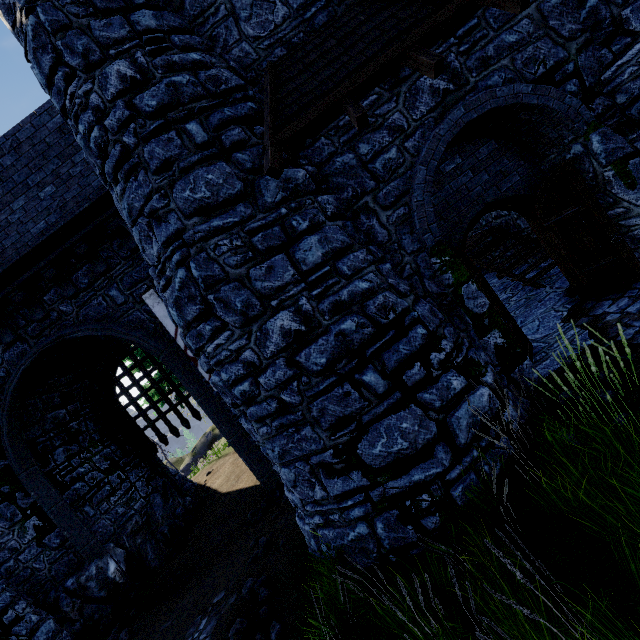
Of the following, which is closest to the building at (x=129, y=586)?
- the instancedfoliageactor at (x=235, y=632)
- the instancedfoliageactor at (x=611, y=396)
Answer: the instancedfoliageactor at (x=611, y=396)

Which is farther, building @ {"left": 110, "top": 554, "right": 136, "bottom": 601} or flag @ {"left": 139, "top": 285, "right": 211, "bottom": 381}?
building @ {"left": 110, "top": 554, "right": 136, "bottom": 601}

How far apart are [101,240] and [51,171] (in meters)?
1.81

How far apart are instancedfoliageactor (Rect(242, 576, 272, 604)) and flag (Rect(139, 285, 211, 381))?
3.7 meters

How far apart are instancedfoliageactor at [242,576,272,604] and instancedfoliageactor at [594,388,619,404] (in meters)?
5.88

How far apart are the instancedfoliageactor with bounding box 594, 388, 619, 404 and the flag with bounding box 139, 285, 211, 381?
6.98m

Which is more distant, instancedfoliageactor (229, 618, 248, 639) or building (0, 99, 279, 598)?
building (0, 99, 279, 598)

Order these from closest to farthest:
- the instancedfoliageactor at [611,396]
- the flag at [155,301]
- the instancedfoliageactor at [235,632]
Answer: the instancedfoliageactor at [611,396] < the instancedfoliageactor at [235,632] < the flag at [155,301]
